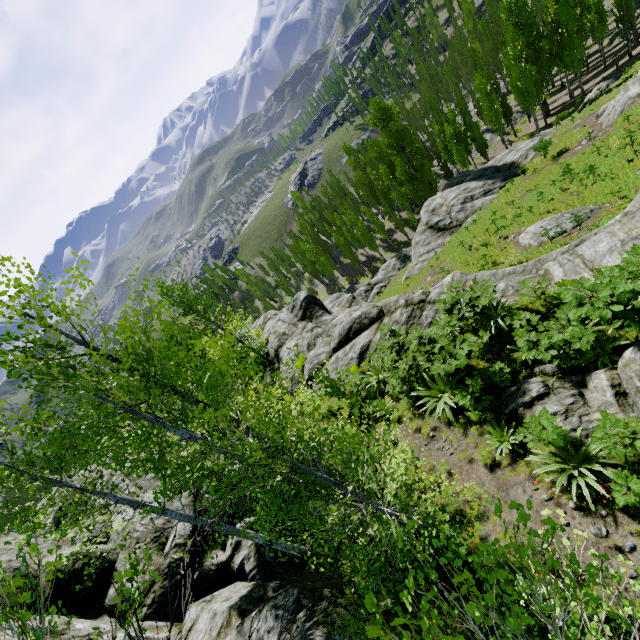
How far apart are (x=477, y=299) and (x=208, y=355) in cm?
2591

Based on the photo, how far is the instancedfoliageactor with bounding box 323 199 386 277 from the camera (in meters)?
44.94

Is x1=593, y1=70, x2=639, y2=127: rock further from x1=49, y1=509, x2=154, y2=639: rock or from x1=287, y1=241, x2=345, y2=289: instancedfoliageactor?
x1=287, y1=241, x2=345, y2=289: instancedfoliageactor

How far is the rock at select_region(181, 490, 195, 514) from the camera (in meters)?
11.97

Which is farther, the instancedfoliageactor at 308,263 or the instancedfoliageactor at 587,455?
the instancedfoliageactor at 308,263

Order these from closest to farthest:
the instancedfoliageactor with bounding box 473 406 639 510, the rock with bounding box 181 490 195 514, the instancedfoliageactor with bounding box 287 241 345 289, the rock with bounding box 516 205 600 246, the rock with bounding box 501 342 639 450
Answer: the instancedfoliageactor with bounding box 473 406 639 510 < the rock with bounding box 501 342 639 450 < the rock with bounding box 181 490 195 514 < the rock with bounding box 516 205 600 246 < the instancedfoliageactor with bounding box 287 241 345 289

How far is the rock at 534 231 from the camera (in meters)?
14.61

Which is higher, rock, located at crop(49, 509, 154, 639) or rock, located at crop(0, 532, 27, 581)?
rock, located at crop(0, 532, 27, 581)
